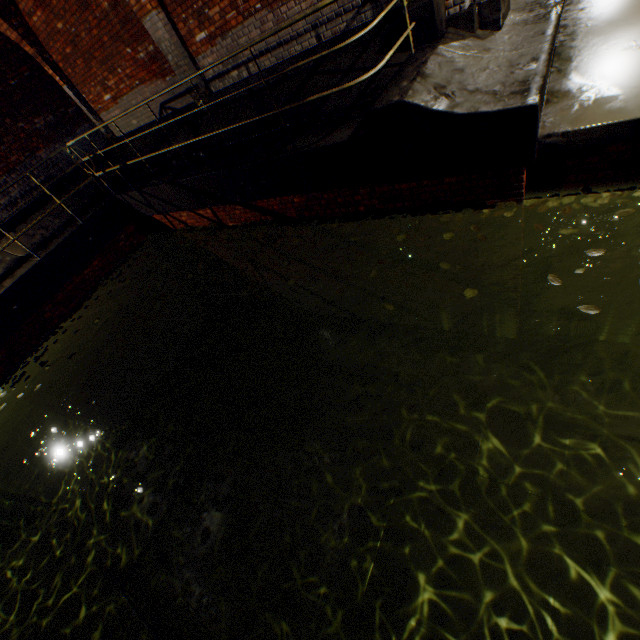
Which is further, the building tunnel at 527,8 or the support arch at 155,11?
the support arch at 155,11

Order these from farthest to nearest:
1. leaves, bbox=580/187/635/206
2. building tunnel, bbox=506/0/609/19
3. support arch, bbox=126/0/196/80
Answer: support arch, bbox=126/0/196/80
building tunnel, bbox=506/0/609/19
leaves, bbox=580/187/635/206

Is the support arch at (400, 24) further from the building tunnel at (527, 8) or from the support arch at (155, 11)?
the support arch at (155, 11)

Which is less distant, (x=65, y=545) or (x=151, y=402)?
(x=65, y=545)

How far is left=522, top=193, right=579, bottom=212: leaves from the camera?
3.66m

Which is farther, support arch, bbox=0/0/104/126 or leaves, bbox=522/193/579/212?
Answer: support arch, bbox=0/0/104/126

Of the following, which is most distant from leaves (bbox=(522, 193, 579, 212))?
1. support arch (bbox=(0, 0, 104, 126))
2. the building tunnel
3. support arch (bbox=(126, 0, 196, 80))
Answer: support arch (bbox=(0, 0, 104, 126))

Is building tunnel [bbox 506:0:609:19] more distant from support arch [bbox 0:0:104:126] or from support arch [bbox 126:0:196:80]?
support arch [bbox 0:0:104:126]
